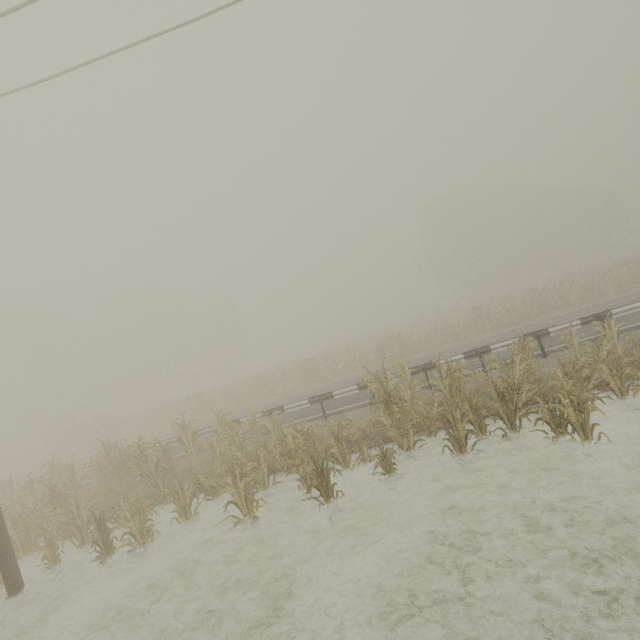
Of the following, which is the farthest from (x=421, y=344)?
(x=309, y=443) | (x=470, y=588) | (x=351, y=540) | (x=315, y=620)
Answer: (x=315, y=620)
